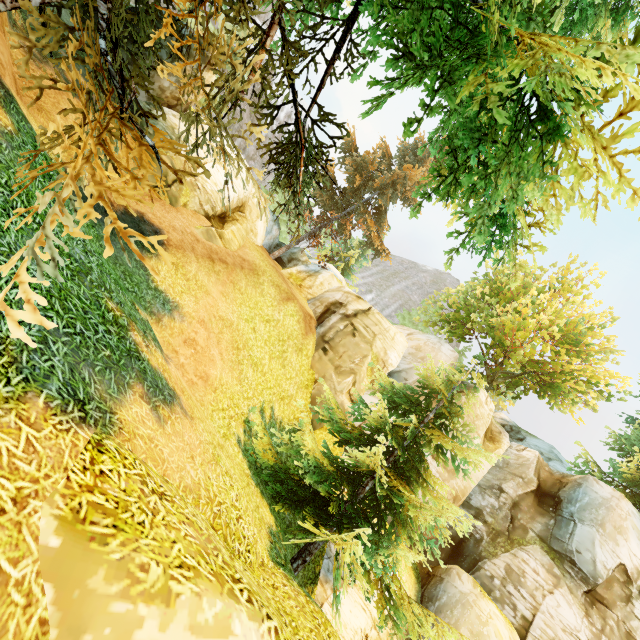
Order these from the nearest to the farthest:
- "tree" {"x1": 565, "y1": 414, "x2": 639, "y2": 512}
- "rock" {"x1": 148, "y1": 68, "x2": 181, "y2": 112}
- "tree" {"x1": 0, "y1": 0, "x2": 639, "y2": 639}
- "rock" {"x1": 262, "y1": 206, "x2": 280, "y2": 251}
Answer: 1. "tree" {"x1": 0, "y1": 0, "x2": 639, "y2": 639}
2. "rock" {"x1": 148, "y1": 68, "x2": 181, "y2": 112}
3. "tree" {"x1": 565, "y1": 414, "x2": 639, "y2": 512}
4. "rock" {"x1": 262, "y1": 206, "x2": 280, "y2": 251}

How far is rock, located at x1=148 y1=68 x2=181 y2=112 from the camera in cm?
1345

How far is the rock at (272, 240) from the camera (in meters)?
23.97

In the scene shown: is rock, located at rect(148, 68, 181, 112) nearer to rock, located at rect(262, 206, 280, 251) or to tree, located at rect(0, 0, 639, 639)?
tree, located at rect(0, 0, 639, 639)

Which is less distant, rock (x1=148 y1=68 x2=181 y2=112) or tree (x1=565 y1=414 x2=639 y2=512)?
rock (x1=148 y1=68 x2=181 y2=112)

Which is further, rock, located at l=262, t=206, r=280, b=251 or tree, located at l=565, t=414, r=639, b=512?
rock, located at l=262, t=206, r=280, b=251

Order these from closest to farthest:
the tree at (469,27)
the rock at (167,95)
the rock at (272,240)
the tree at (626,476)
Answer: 1. the tree at (469,27)
2. the rock at (167,95)
3. the tree at (626,476)
4. the rock at (272,240)

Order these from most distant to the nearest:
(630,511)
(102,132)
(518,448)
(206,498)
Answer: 1. (518,448)
2. (630,511)
3. (206,498)
4. (102,132)
